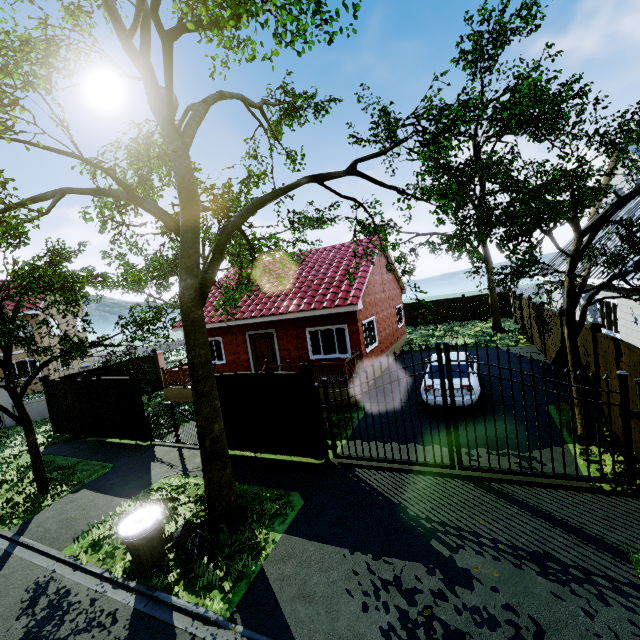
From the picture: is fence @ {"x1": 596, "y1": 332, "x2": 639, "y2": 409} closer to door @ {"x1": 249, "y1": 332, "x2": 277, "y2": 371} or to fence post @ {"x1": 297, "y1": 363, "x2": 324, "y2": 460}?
fence post @ {"x1": 297, "y1": 363, "x2": 324, "y2": 460}

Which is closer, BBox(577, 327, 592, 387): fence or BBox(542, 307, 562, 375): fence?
BBox(577, 327, 592, 387): fence

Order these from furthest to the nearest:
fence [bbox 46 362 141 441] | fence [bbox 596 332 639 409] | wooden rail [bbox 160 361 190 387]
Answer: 1. wooden rail [bbox 160 361 190 387]
2. fence [bbox 46 362 141 441]
3. fence [bbox 596 332 639 409]

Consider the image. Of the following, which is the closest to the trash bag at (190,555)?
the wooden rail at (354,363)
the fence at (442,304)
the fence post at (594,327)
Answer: the fence at (442,304)

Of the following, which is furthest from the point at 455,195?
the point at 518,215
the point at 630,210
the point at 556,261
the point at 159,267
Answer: the point at 159,267

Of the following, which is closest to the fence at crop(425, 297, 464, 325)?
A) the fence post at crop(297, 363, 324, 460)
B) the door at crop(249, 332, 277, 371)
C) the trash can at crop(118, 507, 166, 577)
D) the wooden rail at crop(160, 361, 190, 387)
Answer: the fence post at crop(297, 363, 324, 460)

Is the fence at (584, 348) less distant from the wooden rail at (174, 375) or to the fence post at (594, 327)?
the fence post at (594, 327)
